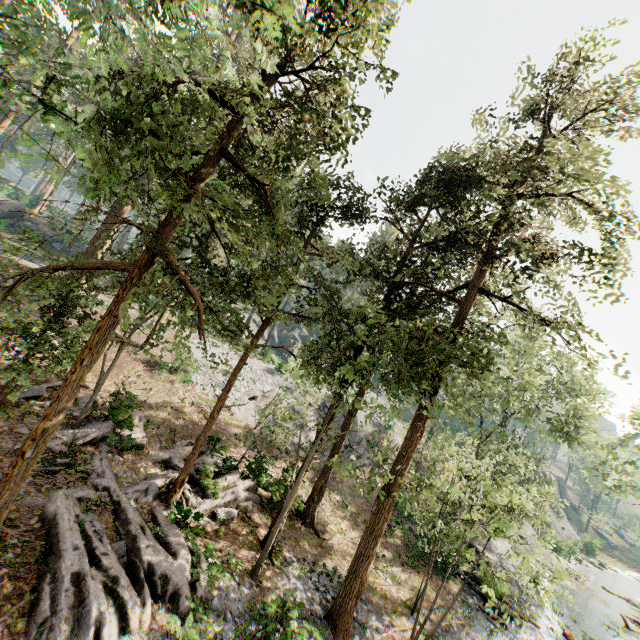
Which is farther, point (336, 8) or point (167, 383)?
point (167, 383)
